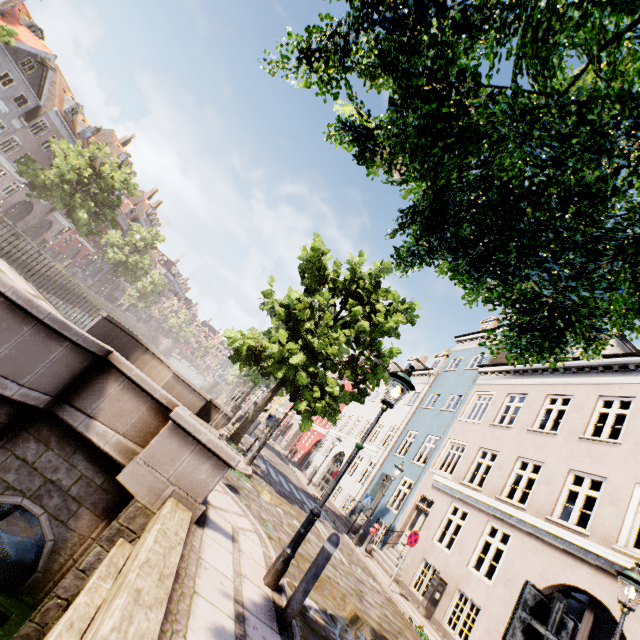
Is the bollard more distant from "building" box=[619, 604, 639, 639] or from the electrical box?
the electrical box

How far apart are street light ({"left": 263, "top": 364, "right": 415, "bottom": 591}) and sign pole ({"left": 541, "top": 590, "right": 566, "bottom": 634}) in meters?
3.1 m

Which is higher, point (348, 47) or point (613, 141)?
point (613, 141)

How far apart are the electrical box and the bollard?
9.99m

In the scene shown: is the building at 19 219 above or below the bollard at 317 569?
above

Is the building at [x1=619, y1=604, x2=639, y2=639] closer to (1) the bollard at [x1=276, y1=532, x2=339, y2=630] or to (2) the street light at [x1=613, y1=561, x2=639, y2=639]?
(2) the street light at [x1=613, y1=561, x2=639, y2=639]

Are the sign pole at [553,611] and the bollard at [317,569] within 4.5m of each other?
yes

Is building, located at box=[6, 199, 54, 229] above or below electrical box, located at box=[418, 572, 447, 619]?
above
